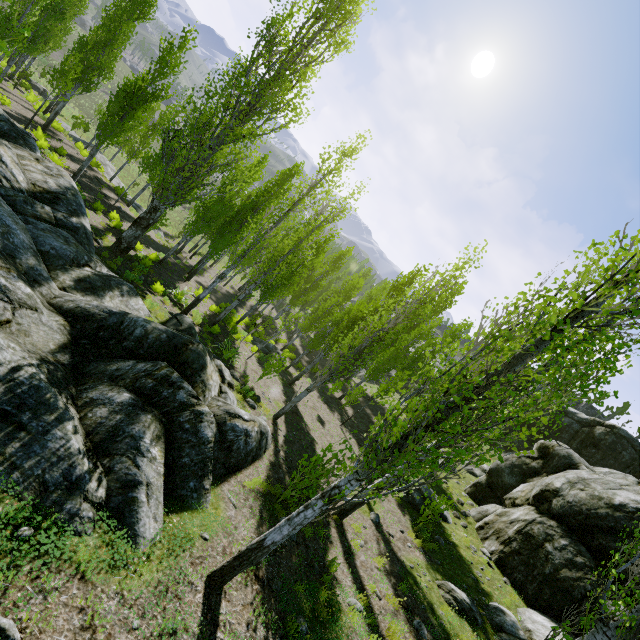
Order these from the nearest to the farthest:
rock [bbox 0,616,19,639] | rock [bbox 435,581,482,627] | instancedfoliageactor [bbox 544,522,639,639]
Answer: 1. rock [bbox 0,616,19,639]
2. instancedfoliageactor [bbox 544,522,639,639]
3. rock [bbox 435,581,482,627]

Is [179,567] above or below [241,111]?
below

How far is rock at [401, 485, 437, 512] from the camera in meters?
13.4

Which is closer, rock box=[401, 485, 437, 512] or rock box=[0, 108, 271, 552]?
rock box=[0, 108, 271, 552]

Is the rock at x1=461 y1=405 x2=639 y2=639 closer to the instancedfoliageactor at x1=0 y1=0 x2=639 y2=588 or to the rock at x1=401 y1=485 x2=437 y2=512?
the instancedfoliageactor at x1=0 y1=0 x2=639 y2=588

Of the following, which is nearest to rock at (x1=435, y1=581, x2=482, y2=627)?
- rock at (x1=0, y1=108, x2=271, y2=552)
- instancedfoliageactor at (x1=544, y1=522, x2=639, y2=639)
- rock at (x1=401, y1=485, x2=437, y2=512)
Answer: instancedfoliageactor at (x1=544, y1=522, x2=639, y2=639)

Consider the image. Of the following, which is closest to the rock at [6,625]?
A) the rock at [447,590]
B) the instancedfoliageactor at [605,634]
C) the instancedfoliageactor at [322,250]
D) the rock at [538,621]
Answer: the instancedfoliageactor at [322,250]

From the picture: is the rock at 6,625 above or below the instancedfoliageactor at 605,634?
below
